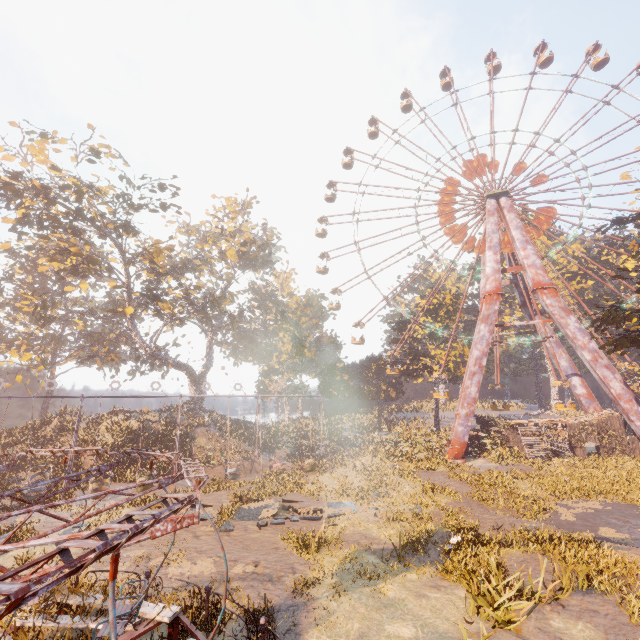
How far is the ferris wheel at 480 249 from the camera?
34.25m

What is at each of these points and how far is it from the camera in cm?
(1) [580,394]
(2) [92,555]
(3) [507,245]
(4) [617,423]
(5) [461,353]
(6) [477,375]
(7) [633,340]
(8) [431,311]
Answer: (1) metal support, 3272
(2) merry-go-round, 317
(3) ferris wheel, 3634
(4) building, 2723
(5) instancedfoliageactor, 4500
(6) metal support, 2980
(7) tree, 1959
(8) instancedfoliageactor, 4431

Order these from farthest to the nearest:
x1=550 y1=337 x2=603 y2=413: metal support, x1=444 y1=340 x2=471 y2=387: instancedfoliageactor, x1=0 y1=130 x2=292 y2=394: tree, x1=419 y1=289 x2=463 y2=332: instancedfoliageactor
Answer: x1=419 y1=289 x2=463 y2=332: instancedfoliageactor, x1=444 y1=340 x2=471 y2=387: instancedfoliageactor, x1=550 y1=337 x2=603 y2=413: metal support, x1=0 y1=130 x2=292 y2=394: tree

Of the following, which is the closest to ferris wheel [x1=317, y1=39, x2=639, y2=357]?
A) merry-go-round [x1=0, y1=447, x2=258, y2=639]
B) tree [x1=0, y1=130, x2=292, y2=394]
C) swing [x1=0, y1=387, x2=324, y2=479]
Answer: tree [x1=0, y1=130, x2=292, y2=394]

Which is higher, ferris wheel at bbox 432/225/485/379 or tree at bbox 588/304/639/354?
ferris wheel at bbox 432/225/485/379

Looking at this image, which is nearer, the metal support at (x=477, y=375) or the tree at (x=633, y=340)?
the tree at (x=633, y=340)

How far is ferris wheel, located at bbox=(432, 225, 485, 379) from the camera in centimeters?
3425cm
